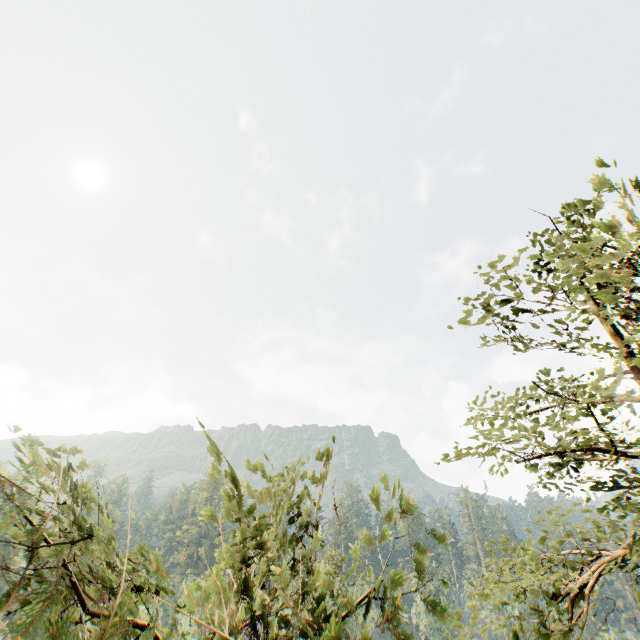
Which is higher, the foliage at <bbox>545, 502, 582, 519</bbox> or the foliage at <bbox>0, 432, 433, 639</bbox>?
the foliage at <bbox>545, 502, 582, 519</bbox>

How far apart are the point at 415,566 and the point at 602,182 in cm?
864

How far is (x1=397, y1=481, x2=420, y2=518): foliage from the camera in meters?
2.8

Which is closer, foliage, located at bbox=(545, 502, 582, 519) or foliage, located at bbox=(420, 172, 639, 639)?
foliage, located at bbox=(420, 172, 639, 639)

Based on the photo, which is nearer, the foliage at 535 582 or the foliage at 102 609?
the foliage at 102 609

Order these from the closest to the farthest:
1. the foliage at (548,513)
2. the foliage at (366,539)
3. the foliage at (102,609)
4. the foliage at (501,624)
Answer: the foliage at (102,609) < the foliage at (366,539) < the foliage at (501,624) < the foliage at (548,513)

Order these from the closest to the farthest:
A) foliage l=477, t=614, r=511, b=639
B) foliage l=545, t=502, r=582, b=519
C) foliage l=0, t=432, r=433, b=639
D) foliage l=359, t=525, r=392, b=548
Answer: foliage l=0, t=432, r=433, b=639 → foliage l=359, t=525, r=392, b=548 → foliage l=477, t=614, r=511, b=639 → foliage l=545, t=502, r=582, b=519
